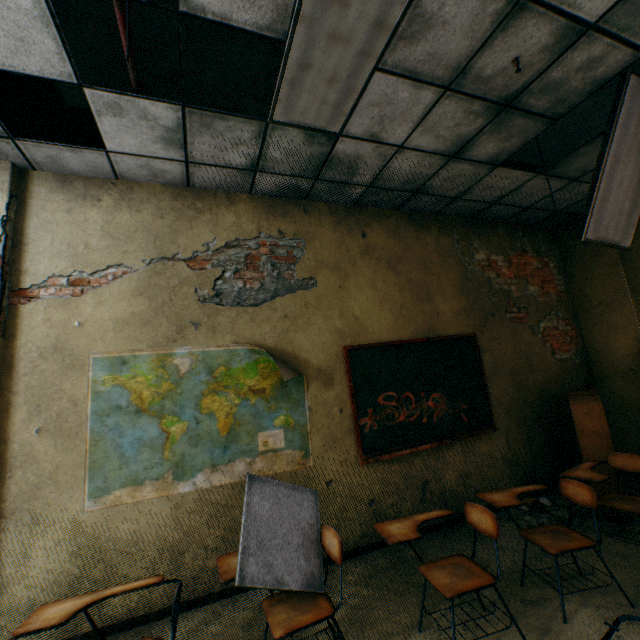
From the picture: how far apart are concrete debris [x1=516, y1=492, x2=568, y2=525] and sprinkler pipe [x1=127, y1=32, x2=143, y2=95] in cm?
556

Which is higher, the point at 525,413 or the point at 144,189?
the point at 144,189

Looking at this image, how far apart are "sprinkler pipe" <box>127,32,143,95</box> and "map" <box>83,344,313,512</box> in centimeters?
210cm

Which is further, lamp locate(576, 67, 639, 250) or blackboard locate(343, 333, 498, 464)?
blackboard locate(343, 333, 498, 464)

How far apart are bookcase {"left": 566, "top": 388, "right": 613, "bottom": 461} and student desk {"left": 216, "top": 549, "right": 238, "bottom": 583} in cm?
335

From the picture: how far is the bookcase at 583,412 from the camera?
3.55m

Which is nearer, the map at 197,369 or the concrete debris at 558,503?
the map at 197,369

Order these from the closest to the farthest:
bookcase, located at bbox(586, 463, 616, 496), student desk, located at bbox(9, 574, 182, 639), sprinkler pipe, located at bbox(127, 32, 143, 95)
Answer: student desk, located at bbox(9, 574, 182, 639)
sprinkler pipe, located at bbox(127, 32, 143, 95)
bookcase, located at bbox(586, 463, 616, 496)
